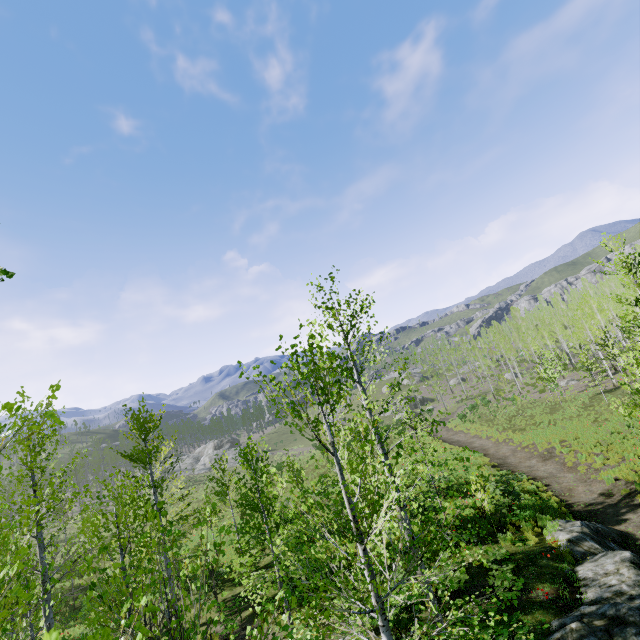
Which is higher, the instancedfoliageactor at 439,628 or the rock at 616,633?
the instancedfoliageactor at 439,628

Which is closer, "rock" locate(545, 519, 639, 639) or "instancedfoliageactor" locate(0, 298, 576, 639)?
"instancedfoliageactor" locate(0, 298, 576, 639)

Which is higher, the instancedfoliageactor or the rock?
the instancedfoliageactor

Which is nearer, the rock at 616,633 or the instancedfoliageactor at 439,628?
the instancedfoliageactor at 439,628

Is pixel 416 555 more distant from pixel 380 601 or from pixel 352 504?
pixel 352 504
